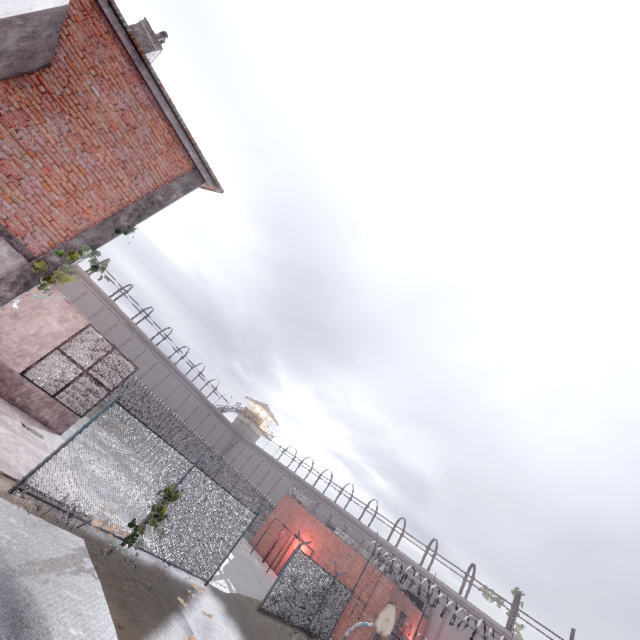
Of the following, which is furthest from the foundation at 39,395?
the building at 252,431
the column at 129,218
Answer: the building at 252,431

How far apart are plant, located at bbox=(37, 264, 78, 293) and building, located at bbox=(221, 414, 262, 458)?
52.6 meters

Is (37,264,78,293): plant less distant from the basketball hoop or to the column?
the column

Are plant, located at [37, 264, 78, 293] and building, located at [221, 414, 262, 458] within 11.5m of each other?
no

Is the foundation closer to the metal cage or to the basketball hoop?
the metal cage

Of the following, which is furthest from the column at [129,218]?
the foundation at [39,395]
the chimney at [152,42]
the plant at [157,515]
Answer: the plant at [157,515]

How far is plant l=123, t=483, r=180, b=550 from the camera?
9.8m

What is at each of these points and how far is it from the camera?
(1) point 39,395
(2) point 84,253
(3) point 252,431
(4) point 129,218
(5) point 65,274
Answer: (1) foundation, 13.1m
(2) plant, 7.9m
(3) building, 57.8m
(4) column, 8.7m
(5) plant, 7.8m
